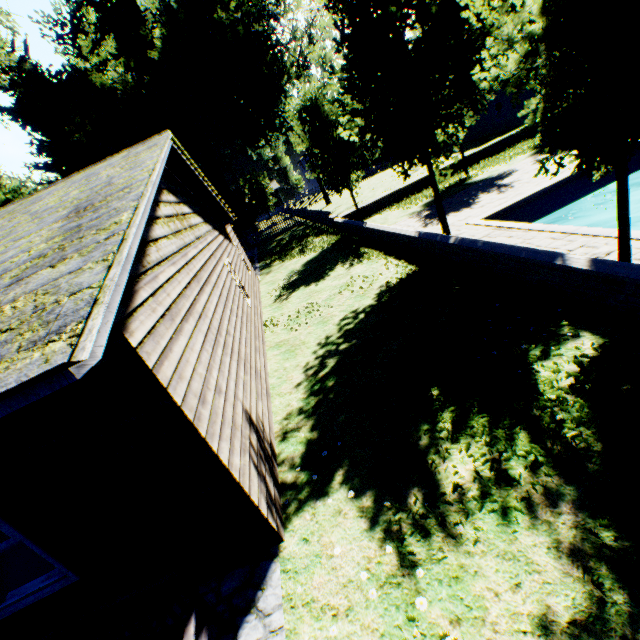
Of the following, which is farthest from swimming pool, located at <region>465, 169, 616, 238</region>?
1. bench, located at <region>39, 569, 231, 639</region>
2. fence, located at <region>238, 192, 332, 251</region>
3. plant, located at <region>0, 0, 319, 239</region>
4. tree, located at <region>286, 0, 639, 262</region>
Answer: fence, located at <region>238, 192, 332, 251</region>

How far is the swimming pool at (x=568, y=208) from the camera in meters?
8.6

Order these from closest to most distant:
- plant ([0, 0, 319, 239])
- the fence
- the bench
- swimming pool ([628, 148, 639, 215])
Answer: the bench < swimming pool ([628, 148, 639, 215]) < plant ([0, 0, 319, 239]) < the fence

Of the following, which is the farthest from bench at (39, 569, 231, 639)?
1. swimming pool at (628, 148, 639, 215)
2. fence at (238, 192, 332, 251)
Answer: fence at (238, 192, 332, 251)

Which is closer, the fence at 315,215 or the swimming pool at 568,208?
the swimming pool at 568,208

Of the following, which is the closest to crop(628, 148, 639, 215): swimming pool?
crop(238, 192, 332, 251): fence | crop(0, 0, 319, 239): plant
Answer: crop(0, 0, 319, 239): plant

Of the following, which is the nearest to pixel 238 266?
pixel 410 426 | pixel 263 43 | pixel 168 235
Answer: pixel 168 235

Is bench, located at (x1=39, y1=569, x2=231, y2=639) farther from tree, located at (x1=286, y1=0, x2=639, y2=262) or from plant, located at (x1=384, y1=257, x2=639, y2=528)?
plant, located at (x1=384, y1=257, x2=639, y2=528)
